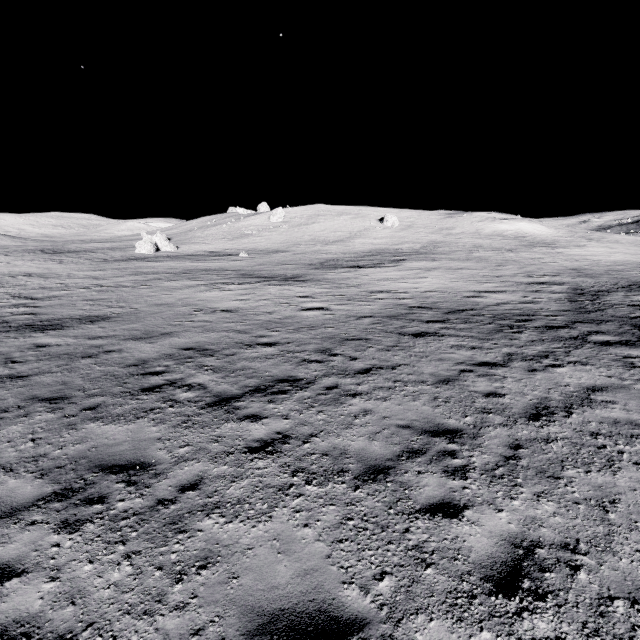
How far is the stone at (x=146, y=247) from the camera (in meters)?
47.53

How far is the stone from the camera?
47.53m

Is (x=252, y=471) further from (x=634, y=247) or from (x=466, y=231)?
(x=634, y=247)
